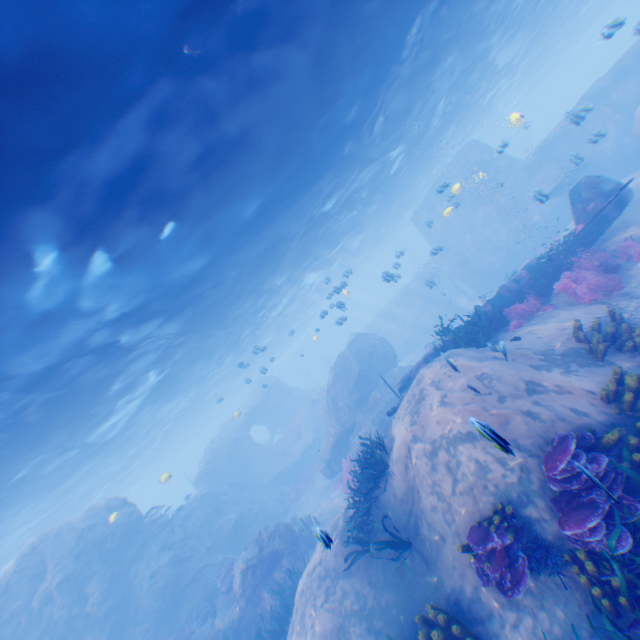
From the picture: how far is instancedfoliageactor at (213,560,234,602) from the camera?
13.8 meters

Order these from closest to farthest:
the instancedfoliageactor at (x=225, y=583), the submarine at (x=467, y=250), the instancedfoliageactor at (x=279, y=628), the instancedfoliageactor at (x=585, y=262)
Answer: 1. the instancedfoliageactor at (x=585, y=262)
2. the instancedfoliageactor at (x=279, y=628)
3. the instancedfoliageactor at (x=225, y=583)
4. the submarine at (x=467, y=250)

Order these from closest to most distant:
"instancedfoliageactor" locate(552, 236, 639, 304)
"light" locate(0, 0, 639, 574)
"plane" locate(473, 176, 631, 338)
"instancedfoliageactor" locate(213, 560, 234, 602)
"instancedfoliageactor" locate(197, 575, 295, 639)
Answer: "light" locate(0, 0, 639, 574)
"instancedfoliageactor" locate(552, 236, 639, 304)
"instancedfoliageactor" locate(197, 575, 295, 639)
"plane" locate(473, 176, 631, 338)
"instancedfoliageactor" locate(213, 560, 234, 602)

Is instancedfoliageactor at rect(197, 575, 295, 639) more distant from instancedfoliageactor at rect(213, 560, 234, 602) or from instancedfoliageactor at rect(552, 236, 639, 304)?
instancedfoliageactor at rect(213, 560, 234, 602)

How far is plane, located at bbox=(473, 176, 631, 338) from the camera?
11.4 meters

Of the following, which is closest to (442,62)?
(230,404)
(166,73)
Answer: (166,73)

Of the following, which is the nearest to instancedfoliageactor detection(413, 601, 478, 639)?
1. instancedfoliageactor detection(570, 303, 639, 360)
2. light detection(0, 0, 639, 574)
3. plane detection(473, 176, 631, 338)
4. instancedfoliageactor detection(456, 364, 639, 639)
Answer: instancedfoliageactor detection(456, 364, 639, 639)

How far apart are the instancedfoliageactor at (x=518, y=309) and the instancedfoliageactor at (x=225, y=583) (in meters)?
15.29
